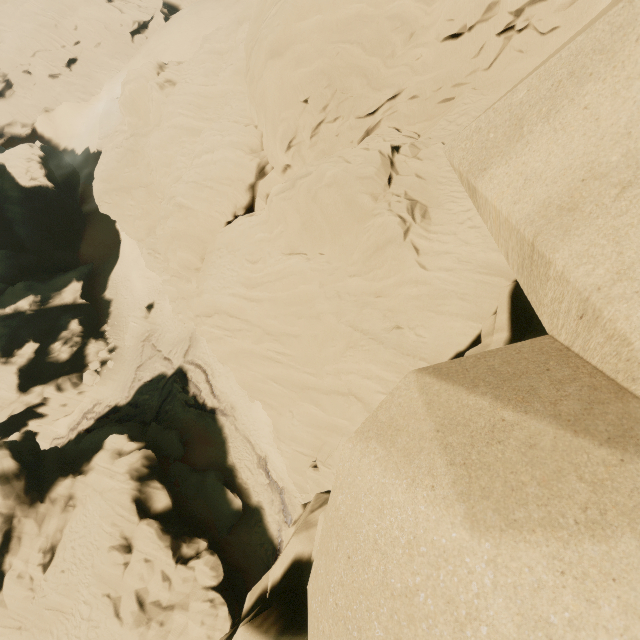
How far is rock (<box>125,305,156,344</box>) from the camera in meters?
37.8

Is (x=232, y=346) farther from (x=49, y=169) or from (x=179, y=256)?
(x=49, y=169)

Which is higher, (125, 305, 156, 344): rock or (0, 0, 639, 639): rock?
(0, 0, 639, 639): rock

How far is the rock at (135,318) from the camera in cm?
3775

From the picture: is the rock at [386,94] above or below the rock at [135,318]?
above

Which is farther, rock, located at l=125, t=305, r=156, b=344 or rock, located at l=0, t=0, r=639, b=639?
rock, located at l=125, t=305, r=156, b=344
